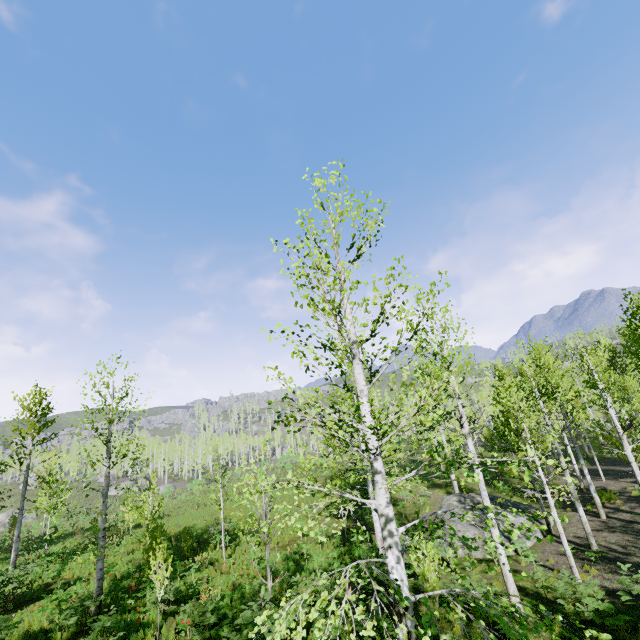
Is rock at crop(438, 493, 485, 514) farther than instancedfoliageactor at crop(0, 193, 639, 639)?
Yes

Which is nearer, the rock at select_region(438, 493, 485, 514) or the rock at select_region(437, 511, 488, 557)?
the rock at select_region(437, 511, 488, 557)

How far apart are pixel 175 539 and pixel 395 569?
20.7 meters

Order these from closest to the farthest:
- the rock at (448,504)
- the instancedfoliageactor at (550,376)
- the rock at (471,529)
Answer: the instancedfoliageactor at (550,376)
the rock at (471,529)
the rock at (448,504)

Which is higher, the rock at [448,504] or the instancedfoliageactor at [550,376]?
the instancedfoliageactor at [550,376]

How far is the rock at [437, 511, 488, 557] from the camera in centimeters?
1539cm
